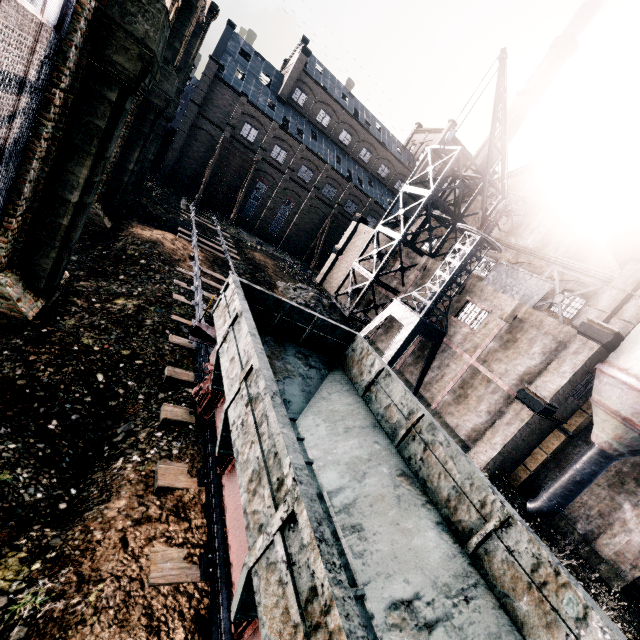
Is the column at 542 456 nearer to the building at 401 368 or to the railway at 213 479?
the building at 401 368

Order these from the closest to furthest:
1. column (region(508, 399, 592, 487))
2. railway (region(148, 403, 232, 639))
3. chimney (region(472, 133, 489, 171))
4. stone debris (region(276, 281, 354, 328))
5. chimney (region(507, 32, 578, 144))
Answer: railway (region(148, 403, 232, 639)) < column (region(508, 399, 592, 487)) < stone debris (region(276, 281, 354, 328)) < chimney (region(507, 32, 578, 144)) < chimney (region(472, 133, 489, 171))

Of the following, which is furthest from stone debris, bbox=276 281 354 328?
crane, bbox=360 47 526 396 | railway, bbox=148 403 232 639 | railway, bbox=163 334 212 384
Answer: railway, bbox=148 403 232 639

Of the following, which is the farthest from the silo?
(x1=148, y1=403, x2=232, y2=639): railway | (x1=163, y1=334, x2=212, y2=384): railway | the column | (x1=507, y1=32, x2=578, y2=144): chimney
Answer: (x1=507, y1=32, x2=578, y2=144): chimney

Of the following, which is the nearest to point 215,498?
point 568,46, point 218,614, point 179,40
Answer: point 218,614

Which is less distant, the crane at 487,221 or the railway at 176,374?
the railway at 176,374

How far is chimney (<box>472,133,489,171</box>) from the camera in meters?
41.1

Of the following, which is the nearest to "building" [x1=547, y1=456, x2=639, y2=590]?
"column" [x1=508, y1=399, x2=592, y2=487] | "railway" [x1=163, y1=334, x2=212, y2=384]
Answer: "column" [x1=508, y1=399, x2=592, y2=487]
